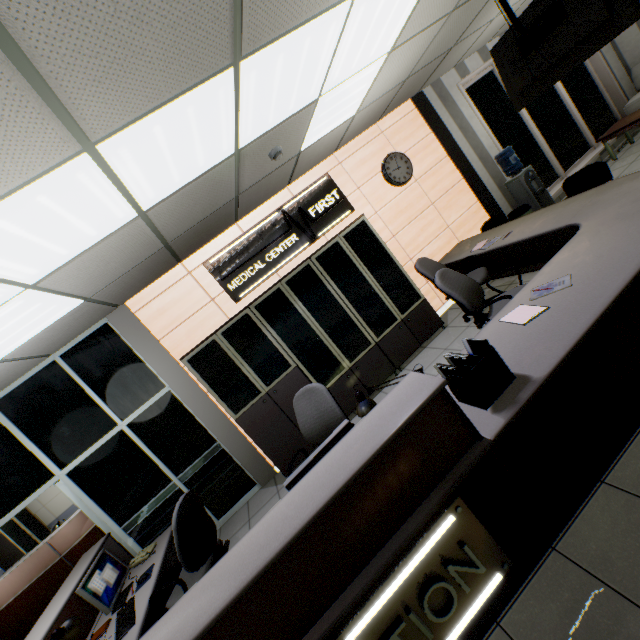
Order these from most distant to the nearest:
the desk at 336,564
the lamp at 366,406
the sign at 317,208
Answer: the sign at 317,208 → the lamp at 366,406 → the desk at 336,564

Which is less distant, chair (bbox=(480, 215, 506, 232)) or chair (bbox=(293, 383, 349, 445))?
chair (bbox=(293, 383, 349, 445))

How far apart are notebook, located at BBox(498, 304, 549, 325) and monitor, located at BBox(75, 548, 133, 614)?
4.1m

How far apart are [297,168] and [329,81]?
1.7 meters

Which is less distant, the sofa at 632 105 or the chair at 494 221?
the chair at 494 221

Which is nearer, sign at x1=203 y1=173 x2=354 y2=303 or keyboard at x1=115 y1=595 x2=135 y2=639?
keyboard at x1=115 y1=595 x2=135 y2=639

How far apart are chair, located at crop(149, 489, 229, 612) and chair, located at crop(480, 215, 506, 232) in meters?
5.4

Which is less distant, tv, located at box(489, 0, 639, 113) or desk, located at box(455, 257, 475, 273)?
tv, located at box(489, 0, 639, 113)
